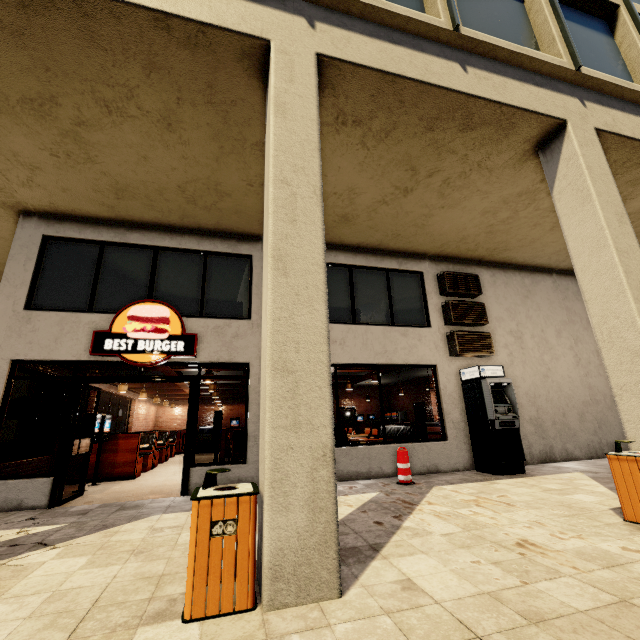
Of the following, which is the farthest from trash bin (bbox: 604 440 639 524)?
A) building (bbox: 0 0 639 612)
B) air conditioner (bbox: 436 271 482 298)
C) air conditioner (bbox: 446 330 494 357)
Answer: air conditioner (bbox: 436 271 482 298)

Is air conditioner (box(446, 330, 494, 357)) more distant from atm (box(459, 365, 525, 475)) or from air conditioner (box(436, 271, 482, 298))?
air conditioner (box(436, 271, 482, 298))

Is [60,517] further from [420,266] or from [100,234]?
[420,266]

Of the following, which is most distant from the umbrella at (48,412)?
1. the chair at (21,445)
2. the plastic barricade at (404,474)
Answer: the plastic barricade at (404,474)

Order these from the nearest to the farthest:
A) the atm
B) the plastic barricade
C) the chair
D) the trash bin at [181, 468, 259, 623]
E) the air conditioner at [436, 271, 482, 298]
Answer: the trash bin at [181, 468, 259, 623] → the plastic barricade → the atm → the air conditioner at [436, 271, 482, 298] → the chair

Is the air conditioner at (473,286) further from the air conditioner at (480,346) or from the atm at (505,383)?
the atm at (505,383)

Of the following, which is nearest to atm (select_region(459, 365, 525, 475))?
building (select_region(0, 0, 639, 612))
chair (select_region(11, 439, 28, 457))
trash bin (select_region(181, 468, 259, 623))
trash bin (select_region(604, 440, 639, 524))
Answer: building (select_region(0, 0, 639, 612))

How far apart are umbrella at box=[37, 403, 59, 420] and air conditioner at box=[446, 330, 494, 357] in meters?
11.5 m
